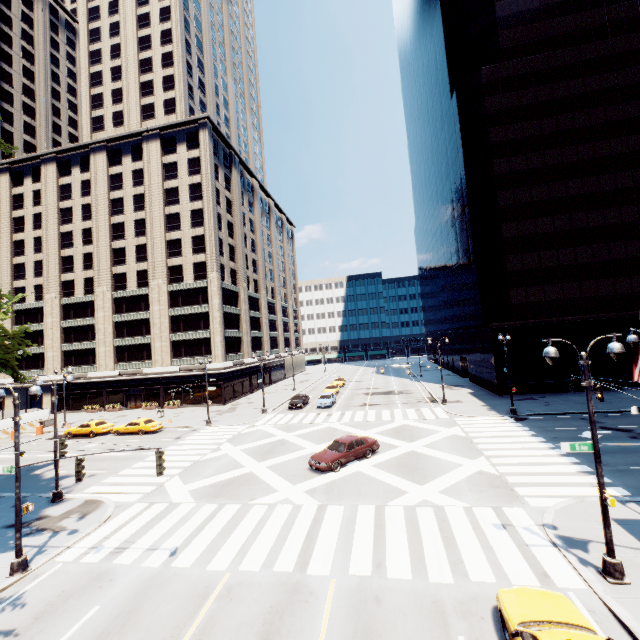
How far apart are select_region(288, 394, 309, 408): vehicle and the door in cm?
2448

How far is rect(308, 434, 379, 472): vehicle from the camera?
19.7 meters

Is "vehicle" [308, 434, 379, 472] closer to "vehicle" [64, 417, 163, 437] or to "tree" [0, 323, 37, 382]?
"tree" [0, 323, 37, 382]

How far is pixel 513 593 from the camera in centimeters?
871cm

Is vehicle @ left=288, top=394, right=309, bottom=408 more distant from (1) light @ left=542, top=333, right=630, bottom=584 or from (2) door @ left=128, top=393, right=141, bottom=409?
(1) light @ left=542, top=333, right=630, bottom=584

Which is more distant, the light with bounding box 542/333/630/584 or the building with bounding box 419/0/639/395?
the building with bounding box 419/0/639/395

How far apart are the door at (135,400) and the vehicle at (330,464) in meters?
39.1 m

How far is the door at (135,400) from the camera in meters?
49.5 m
